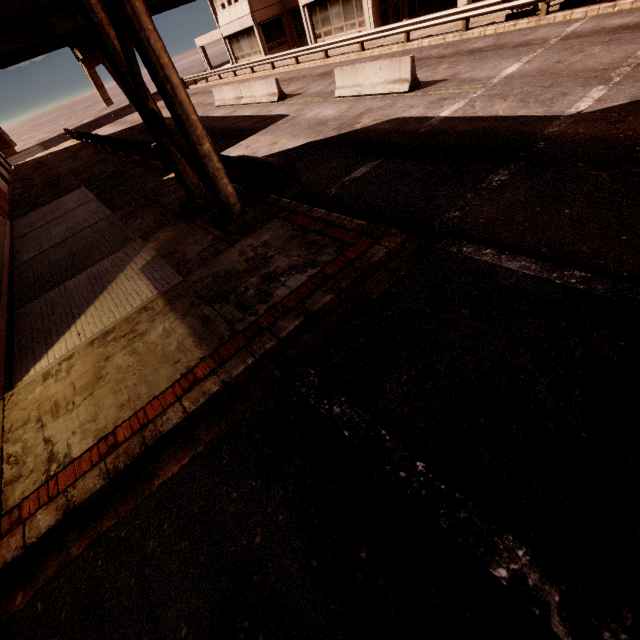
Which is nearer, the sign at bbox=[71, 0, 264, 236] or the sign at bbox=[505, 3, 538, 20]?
the sign at bbox=[71, 0, 264, 236]

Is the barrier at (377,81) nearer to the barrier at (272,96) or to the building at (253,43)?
the barrier at (272,96)

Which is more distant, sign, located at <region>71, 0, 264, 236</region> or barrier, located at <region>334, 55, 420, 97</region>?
barrier, located at <region>334, 55, 420, 97</region>

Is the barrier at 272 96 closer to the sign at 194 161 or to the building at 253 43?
the building at 253 43

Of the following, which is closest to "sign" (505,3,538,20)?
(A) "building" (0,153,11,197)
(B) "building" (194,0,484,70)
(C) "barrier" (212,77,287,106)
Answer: (B) "building" (194,0,484,70)

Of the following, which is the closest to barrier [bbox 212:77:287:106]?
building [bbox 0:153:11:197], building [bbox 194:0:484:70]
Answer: building [bbox 194:0:484:70]

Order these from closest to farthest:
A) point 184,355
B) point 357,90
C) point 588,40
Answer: point 184,355
point 588,40
point 357,90

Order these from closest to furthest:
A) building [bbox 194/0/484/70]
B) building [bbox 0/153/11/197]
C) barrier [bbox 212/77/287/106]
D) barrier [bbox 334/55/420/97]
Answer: barrier [bbox 334/55/420/97] → barrier [bbox 212/77/287/106] → building [bbox 0/153/11/197] → building [bbox 194/0/484/70]
